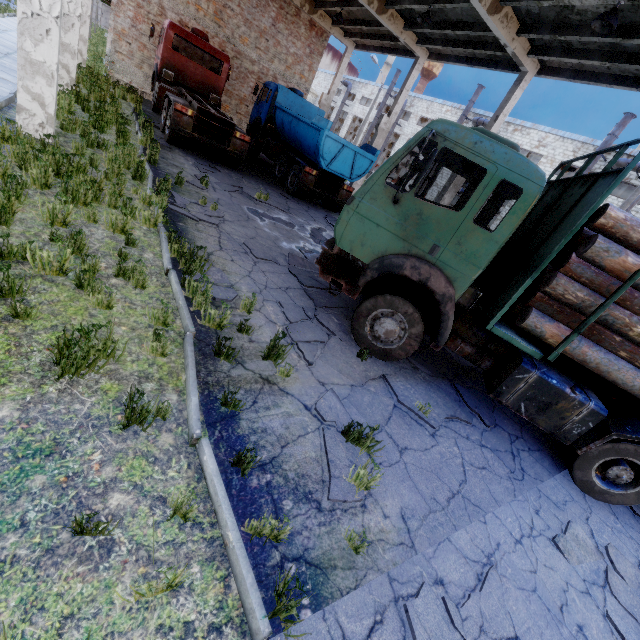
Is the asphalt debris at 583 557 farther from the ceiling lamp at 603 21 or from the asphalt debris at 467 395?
the ceiling lamp at 603 21

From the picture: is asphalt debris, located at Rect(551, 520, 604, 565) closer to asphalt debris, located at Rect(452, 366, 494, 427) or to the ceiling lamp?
asphalt debris, located at Rect(452, 366, 494, 427)

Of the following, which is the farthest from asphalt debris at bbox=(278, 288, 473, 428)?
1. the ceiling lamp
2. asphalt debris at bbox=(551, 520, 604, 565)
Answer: the ceiling lamp

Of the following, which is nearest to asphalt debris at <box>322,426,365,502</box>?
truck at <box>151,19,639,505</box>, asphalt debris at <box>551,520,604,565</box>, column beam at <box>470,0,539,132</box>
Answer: truck at <box>151,19,639,505</box>

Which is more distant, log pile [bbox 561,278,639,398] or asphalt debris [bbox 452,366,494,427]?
asphalt debris [bbox 452,366,494,427]

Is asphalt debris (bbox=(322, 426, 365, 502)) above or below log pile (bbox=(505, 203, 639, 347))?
below

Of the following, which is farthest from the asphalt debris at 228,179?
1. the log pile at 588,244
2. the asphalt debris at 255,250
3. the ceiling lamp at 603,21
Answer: the ceiling lamp at 603,21

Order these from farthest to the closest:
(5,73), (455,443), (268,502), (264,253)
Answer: (5,73) < (264,253) < (455,443) < (268,502)
